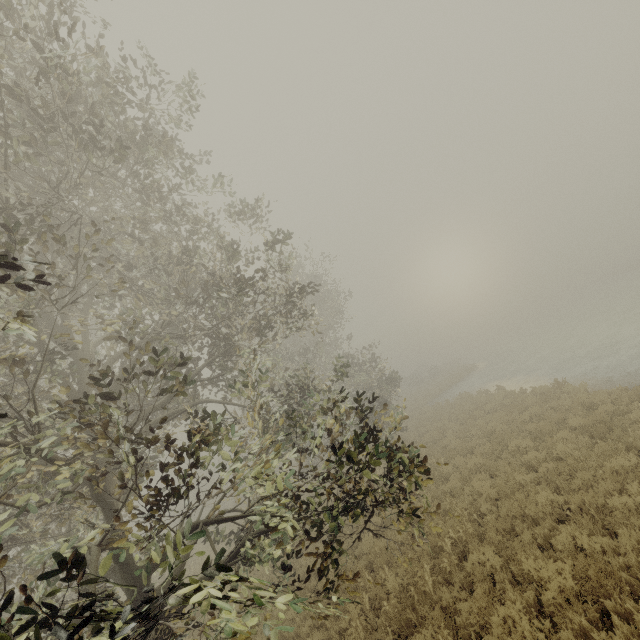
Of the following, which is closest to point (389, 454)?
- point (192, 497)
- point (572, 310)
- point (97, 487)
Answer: point (97, 487)
